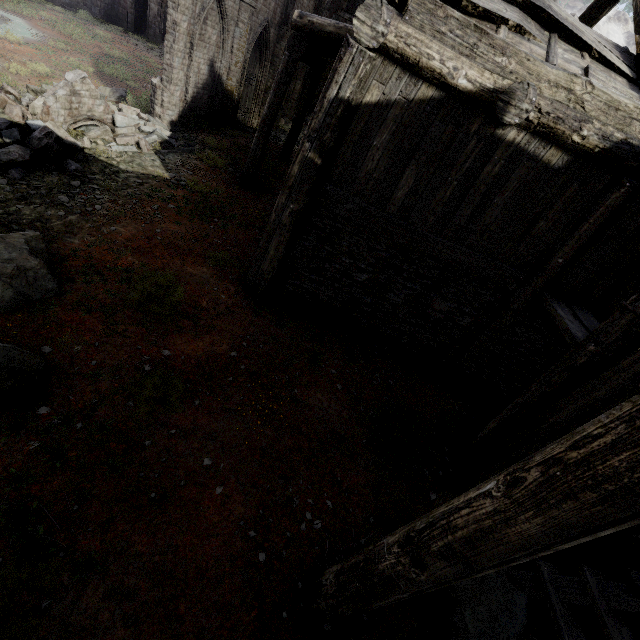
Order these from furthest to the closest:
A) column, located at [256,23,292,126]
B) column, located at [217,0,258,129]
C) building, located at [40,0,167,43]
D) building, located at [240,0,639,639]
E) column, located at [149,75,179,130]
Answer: building, located at [40,0,167,43] → column, located at [256,23,292,126] → column, located at [217,0,258,129] → column, located at [149,75,179,130] → building, located at [240,0,639,639]

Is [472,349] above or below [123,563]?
above

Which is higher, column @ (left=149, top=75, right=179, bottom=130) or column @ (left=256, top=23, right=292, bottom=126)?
column @ (left=256, top=23, right=292, bottom=126)

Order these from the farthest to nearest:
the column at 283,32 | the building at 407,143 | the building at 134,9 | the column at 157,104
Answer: the building at 134,9 → the column at 283,32 → the column at 157,104 → the building at 407,143

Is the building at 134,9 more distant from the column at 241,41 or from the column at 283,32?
the column at 241,41

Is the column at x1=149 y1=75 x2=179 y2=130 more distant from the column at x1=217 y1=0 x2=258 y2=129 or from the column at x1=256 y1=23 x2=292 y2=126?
the column at x1=256 y1=23 x2=292 y2=126

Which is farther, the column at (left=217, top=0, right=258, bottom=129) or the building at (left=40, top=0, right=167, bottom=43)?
the building at (left=40, top=0, right=167, bottom=43)

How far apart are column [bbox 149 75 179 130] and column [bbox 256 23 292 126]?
7.6 meters
